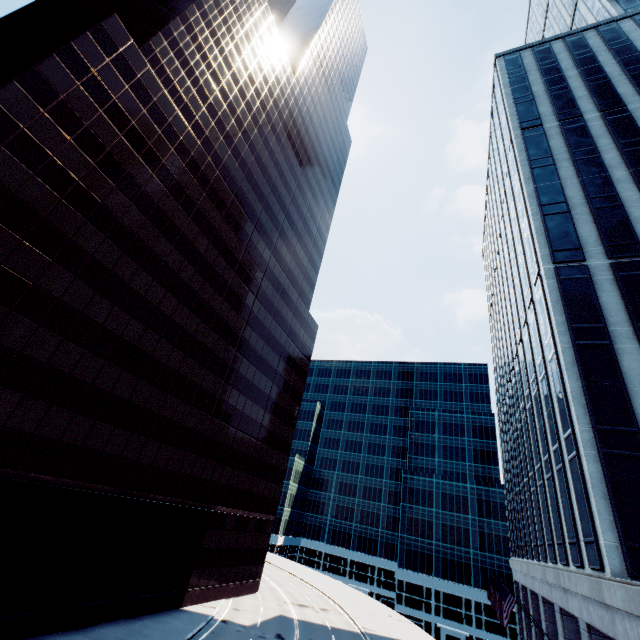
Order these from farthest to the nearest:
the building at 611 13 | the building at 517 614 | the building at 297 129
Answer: the building at 517 614 < the building at 297 129 < the building at 611 13

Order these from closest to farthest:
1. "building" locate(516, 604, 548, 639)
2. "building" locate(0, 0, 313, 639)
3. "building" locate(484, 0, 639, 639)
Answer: "building" locate(484, 0, 639, 639)
"building" locate(0, 0, 313, 639)
"building" locate(516, 604, 548, 639)

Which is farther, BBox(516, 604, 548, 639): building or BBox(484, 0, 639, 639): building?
BBox(516, 604, 548, 639): building

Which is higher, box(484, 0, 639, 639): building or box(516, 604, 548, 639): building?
box(484, 0, 639, 639): building

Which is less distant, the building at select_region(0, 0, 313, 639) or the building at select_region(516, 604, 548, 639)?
the building at select_region(0, 0, 313, 639)

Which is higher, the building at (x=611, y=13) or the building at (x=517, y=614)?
the building at (x=611, y=13)

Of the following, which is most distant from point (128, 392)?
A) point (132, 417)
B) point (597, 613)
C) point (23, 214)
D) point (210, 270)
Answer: point (597, 613)
